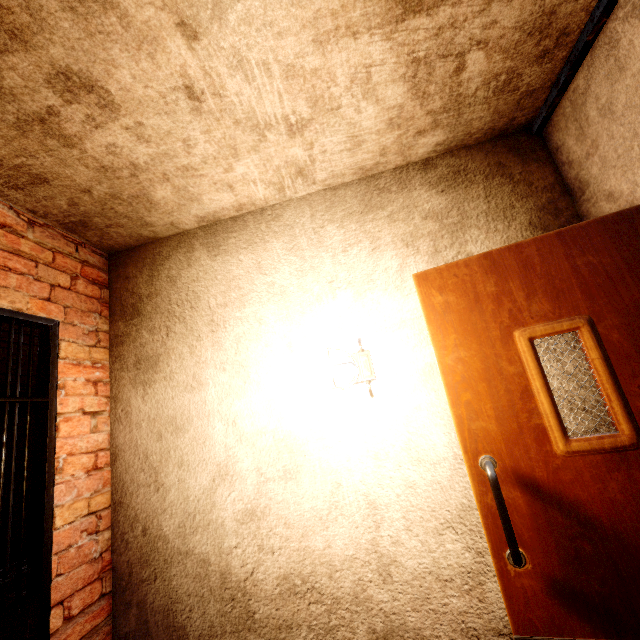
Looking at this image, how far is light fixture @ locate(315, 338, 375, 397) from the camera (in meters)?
1.58

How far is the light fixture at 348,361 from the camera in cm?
158

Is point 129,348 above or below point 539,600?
above
